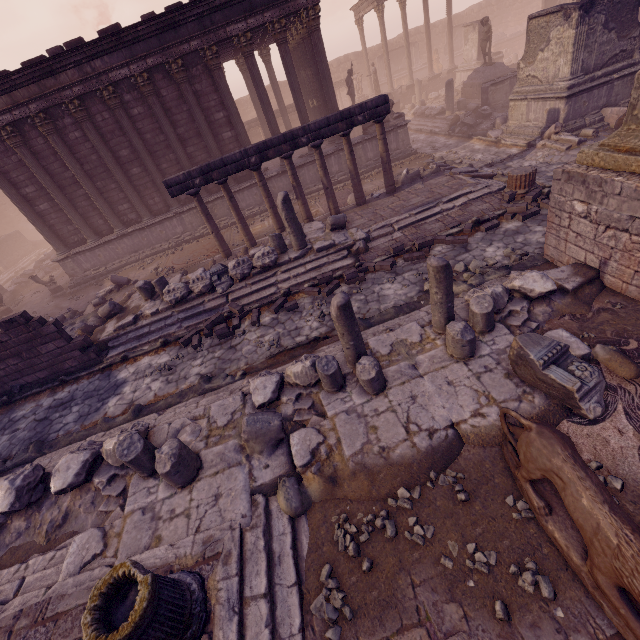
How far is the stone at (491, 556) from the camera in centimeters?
329cm

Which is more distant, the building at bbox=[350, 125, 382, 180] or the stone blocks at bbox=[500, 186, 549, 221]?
the building at bbox=[350, 125, 382, 180]

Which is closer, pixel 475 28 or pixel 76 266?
pixel 76 266

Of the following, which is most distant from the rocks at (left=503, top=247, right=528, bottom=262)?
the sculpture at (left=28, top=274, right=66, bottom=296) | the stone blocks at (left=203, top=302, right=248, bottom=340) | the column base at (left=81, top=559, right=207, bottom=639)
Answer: the sculpture at (left=28, top=274, right=66, bottom=296)

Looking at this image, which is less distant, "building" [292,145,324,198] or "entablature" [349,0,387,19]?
"building" [292,145,324,198]

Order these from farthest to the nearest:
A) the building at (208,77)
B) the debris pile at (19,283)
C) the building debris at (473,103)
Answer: the debris pile at (19,283)
the building debris at (473,103)
the building at (208,77)

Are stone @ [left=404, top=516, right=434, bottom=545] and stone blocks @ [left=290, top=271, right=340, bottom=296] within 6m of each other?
yes

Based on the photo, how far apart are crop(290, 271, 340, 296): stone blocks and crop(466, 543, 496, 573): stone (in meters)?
6.09
